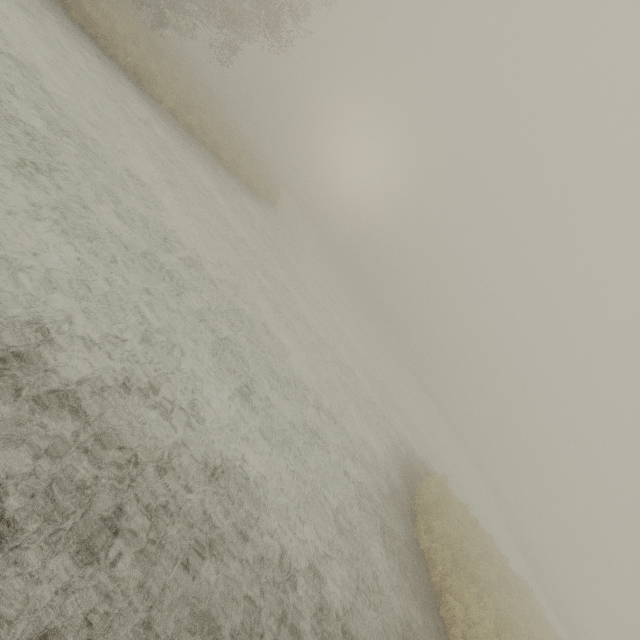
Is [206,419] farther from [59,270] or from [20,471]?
[59,270]
